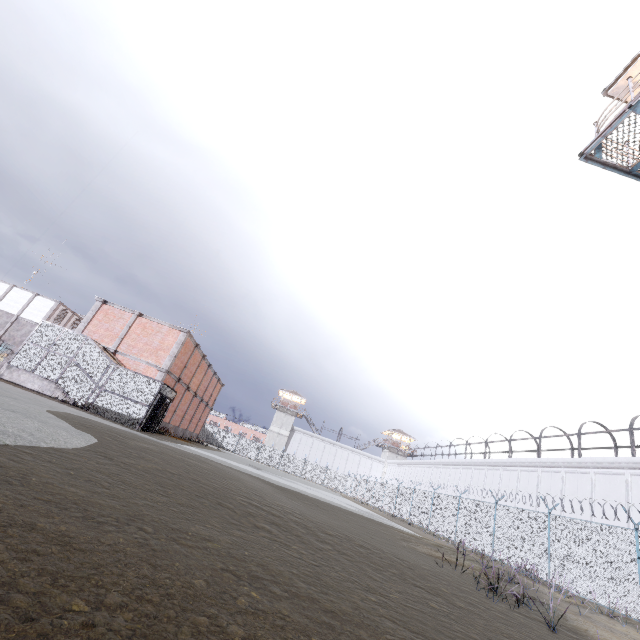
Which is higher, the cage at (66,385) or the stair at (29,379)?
the cage at (66,385)

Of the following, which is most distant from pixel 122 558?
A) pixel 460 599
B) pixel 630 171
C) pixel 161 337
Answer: pixel 161 337

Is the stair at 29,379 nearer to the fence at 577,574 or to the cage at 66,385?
the cage at 66,385

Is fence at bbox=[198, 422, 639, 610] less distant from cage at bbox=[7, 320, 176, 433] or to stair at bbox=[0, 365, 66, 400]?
cage at bbox=[7, 320, 176, 433]

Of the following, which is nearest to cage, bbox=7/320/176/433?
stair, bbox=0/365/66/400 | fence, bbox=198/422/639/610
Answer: stair, bbox=0/365/66/400

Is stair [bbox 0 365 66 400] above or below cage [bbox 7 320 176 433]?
below
